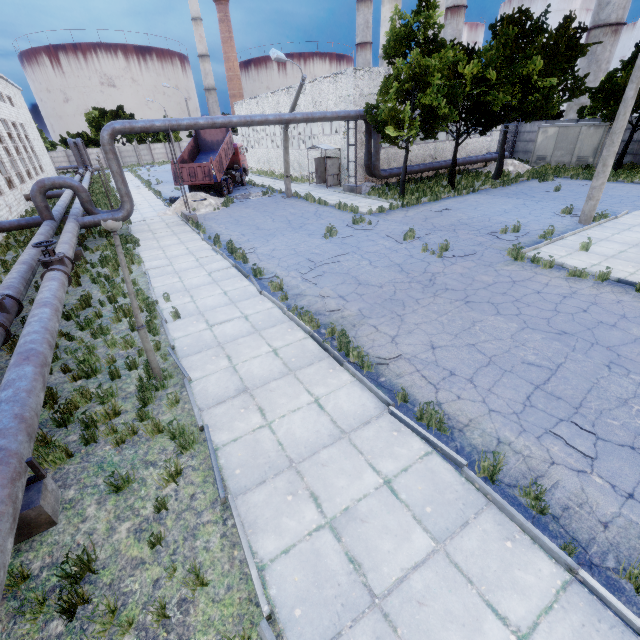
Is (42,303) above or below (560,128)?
below

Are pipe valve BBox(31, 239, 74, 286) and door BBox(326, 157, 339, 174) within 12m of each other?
→ no

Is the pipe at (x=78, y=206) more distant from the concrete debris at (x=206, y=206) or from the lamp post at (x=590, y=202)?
the lamp post at (x=590, y=202)

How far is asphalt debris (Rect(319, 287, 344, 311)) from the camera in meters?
9.1 m

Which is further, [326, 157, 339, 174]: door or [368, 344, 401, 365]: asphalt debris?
[326, 157, 339, 174]: door

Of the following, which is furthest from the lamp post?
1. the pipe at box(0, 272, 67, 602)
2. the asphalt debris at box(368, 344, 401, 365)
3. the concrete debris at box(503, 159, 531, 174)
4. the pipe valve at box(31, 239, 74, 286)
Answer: the pipe valve at box(31, 239, 74, 286)

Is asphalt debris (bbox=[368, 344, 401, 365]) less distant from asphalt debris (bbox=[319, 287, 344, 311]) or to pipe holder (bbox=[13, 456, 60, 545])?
asphalt debris (bbox=[319, 287, 344, 311])

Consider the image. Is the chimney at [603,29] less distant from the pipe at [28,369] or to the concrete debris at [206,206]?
the concrete debris at [206,206]
